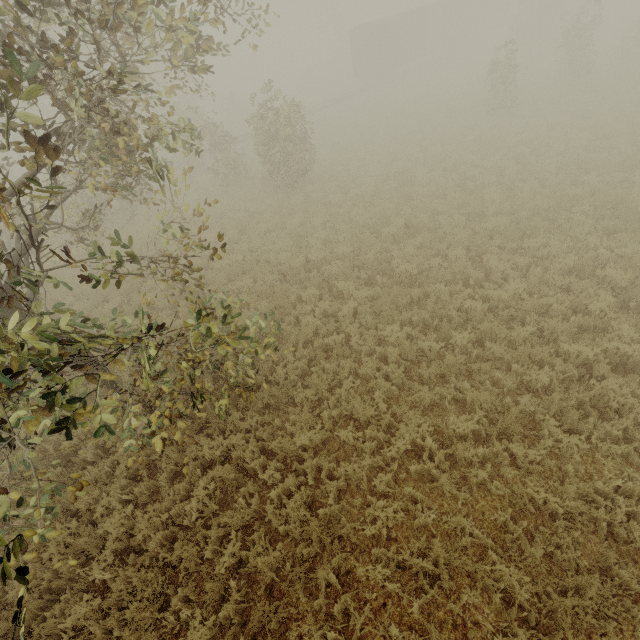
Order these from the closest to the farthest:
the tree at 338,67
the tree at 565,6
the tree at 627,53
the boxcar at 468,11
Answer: the tree at 565,6 < the tree at 627,53 < the boxcar at 468,11 < the tree at 338,67

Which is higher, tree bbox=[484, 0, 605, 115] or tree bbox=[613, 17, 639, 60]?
tree bbox=[484, 0, 605, 115]

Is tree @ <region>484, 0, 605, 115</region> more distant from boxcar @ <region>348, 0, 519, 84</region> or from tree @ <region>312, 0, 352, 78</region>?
tree @ <region>312, 0, 352, 78</region>

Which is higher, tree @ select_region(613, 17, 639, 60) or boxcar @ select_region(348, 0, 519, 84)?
boxcar @ select_region(348, 0, 519, 84)

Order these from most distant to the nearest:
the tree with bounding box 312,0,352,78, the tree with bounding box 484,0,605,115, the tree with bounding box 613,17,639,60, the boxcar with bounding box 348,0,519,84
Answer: the tree with bounding box 312,0,352,78 < the boxcar with bounding box 348,0,519,84 < the tree with bounding box 613,17,639,60 < the tree with bounding box 484,0,605,115

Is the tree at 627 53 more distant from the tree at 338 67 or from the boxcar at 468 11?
the tree at 338 67

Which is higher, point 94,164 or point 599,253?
point 94,164
